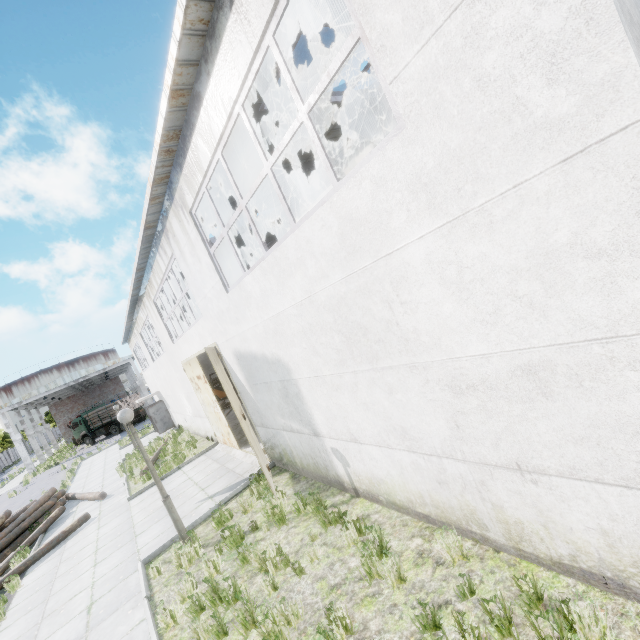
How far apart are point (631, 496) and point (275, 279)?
5.0 meters

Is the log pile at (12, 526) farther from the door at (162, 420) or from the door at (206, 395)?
the door at (206, 395)

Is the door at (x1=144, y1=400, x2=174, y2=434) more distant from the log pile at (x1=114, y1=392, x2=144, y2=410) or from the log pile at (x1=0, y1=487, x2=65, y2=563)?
the log pile at (x1=114, y1=392, x2=144, y2=410)

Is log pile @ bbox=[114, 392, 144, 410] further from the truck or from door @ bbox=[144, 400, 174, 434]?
door @ bbox=[144, 400, 174, 434]

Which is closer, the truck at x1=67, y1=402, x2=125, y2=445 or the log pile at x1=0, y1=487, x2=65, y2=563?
the log pile at x1=0, y1=487, x2=65, y2=563

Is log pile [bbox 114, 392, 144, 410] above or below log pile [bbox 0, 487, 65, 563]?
above

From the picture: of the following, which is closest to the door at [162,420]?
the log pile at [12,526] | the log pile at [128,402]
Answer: the log pile at [12,526]

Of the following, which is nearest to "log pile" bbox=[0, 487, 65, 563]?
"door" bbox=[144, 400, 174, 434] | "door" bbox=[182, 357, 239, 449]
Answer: "door" bbox=[144, 400, 174, 434]
